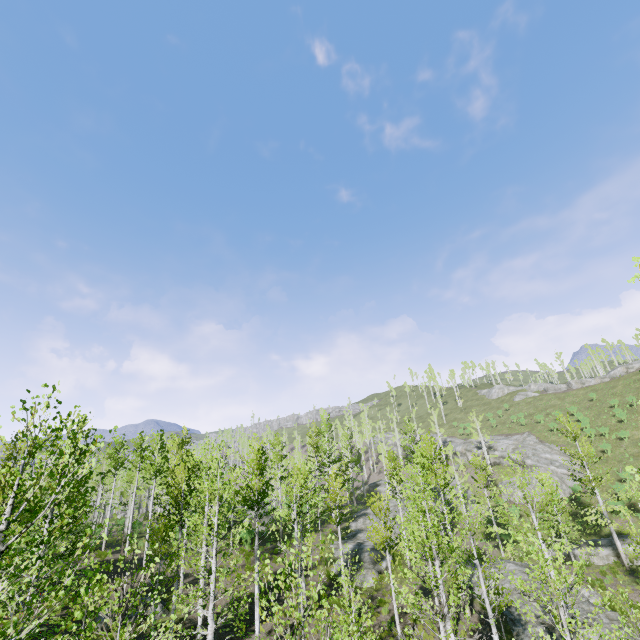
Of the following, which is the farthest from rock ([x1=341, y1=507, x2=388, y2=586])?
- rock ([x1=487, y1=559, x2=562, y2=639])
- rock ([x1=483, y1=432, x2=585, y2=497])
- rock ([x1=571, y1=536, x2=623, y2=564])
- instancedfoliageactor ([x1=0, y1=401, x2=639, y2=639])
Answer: rock ([x1=483, y1=432, x2=585, y2=497])

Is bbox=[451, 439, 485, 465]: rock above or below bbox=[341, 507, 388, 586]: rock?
above

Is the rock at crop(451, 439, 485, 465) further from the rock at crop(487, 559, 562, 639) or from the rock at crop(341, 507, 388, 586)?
the rock at crop(487, 559, 562, 639)

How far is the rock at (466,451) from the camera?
51.09m

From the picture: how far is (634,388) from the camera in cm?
5053

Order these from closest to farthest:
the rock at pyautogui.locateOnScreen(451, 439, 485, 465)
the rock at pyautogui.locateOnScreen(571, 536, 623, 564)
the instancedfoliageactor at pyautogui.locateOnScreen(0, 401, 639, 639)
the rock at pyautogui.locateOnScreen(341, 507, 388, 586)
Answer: the instancedfoliageactor at pyautogui.locateOnScreen(0, 401, 639, 639)
the rock at pyautogui.locateOnScreen(341, 507, 388, 586)
the rock at pyautogui.locateOnScreen(571, 536, 623, 564)
the rock at pyautogui.locateOnScreen(451, 439, 485, 465)

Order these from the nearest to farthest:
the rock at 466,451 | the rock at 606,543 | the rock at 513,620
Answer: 1. the rock at 513,620
2. the rock at 606,543
3. the rock at 466,451

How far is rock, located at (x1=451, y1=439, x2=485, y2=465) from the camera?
51.1m
